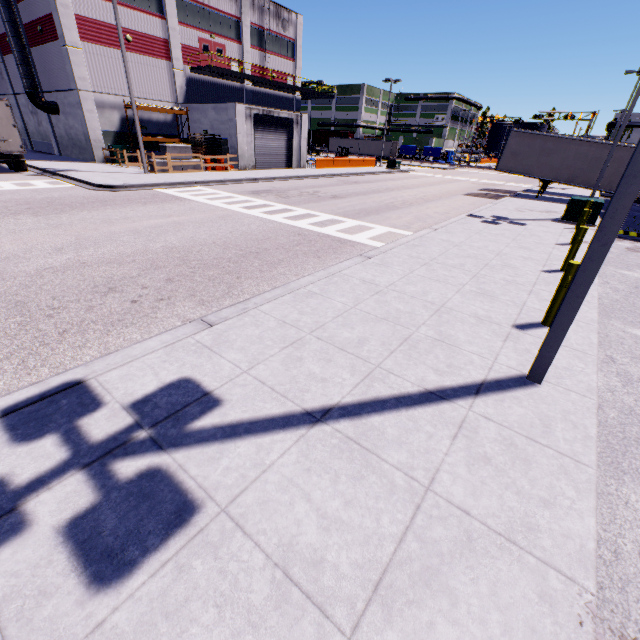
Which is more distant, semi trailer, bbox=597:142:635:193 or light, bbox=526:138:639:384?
semi trailer, bbox=597:142:635:193

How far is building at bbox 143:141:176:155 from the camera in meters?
28.7

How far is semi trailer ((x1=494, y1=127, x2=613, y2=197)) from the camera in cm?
2081

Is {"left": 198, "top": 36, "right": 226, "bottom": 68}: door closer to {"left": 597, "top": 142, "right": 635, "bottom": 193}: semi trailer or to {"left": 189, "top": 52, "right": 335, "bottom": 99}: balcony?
{"left": 189, "top": 52, "right": 335, "bottom": 99}: balcony

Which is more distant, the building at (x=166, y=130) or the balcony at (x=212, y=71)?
the balcony at (x=212, y=71)

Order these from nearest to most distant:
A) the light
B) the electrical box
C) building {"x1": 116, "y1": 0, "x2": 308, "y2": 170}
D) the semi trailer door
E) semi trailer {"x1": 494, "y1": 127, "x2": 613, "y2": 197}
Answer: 1. the light
2. the electrical box
3. the semi trailer door
4. semi trailer {"x1": 494, "y1": 127, "x2": 613, "y2": 197}
5. building {"x1": 116, "y1": 0, "x2": 308, "y2": 170}

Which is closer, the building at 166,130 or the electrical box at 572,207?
the electrical box at 572,207

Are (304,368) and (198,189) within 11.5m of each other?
no
